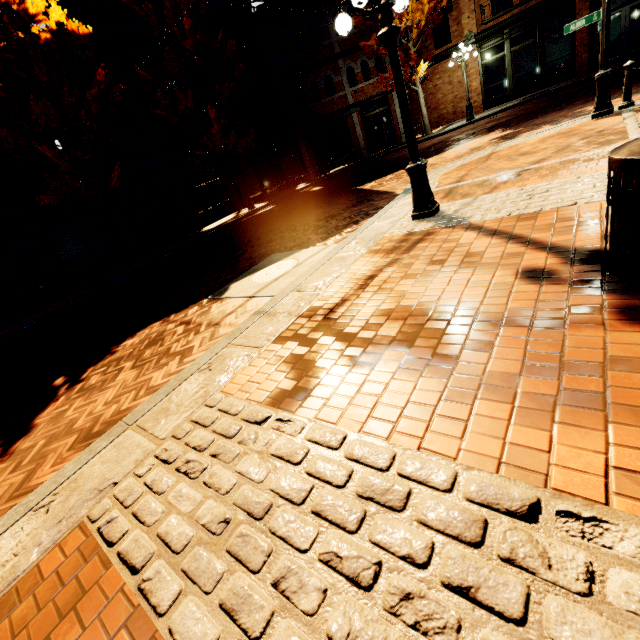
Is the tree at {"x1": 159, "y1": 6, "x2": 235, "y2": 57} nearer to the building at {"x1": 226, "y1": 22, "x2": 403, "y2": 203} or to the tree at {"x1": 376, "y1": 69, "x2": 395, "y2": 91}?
the tree at {"x1": 376, "y1": 69, "x2": 395, "y2": 91}

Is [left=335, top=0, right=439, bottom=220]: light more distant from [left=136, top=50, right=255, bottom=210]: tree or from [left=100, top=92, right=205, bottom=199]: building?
[left=136, top=50, right=255, bottom=210]: tree

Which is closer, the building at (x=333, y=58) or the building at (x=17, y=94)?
the building at (x=17, y=94)

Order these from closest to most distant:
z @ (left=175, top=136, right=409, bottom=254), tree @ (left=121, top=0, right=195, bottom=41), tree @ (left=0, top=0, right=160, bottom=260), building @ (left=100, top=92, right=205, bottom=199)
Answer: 1. z @ (left=175, top=136, right=409, bottom=254)
2. tree @ (left=0, top=0, right=160, bottom=260)
3. tree @ (left=121, top=0, right=195, bottom=41)
4. building @ (left=100, top=92, right=205, bottom=199)

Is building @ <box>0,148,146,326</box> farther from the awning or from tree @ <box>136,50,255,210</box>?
tree @ <box>136,50,255,210</box>

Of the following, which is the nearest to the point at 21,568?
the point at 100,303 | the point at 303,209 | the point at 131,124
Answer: the point at 100,303

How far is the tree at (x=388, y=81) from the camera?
18.4 meters

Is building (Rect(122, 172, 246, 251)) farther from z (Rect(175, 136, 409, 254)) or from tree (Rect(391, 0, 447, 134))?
z (Rect(175, 136, 409, 254))
